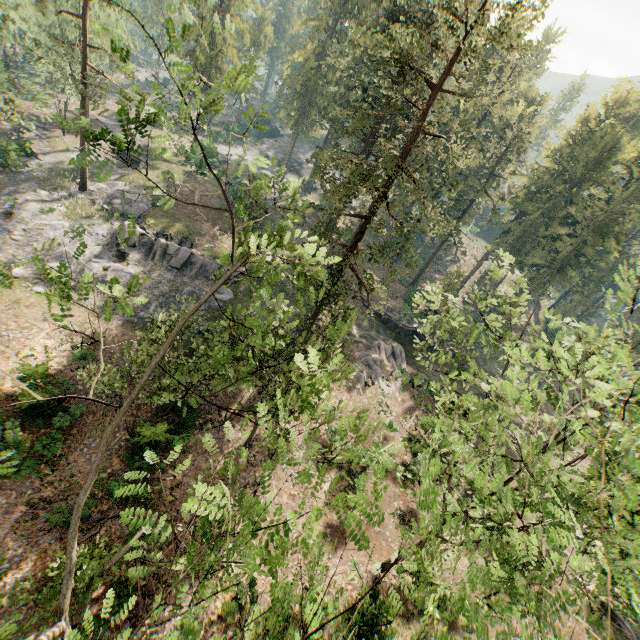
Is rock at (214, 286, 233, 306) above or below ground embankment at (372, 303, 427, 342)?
below

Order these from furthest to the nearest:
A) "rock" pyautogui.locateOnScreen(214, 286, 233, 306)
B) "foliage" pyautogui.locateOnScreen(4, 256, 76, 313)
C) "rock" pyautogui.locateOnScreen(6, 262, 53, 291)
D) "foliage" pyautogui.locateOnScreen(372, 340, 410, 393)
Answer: "foliage" pyautogui.locateOnScreen(372, 340, 410, 393), "rock" pyautogui.locateOnScreen(214, 286, 233, 306), "rock" pyautogui.locateOnScreen(6, 262, 53, 291), "foliage" pyautogui.locateOnScreen(4, 256, 76, 313)

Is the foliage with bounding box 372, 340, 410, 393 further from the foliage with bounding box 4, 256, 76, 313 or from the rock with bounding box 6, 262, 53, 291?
the rock with bounding box 6, 262, 53, 291

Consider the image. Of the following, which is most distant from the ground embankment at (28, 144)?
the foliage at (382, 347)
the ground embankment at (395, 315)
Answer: the foliage at (382, 347)

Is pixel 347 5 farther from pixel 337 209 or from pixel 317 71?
pixel 337 209

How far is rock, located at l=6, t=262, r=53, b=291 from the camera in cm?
2645

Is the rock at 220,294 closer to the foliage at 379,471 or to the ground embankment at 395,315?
the foliage at 379,471

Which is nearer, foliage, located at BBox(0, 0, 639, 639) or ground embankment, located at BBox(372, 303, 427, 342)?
foliage, located at BBox(0, 0, 639, 639)
